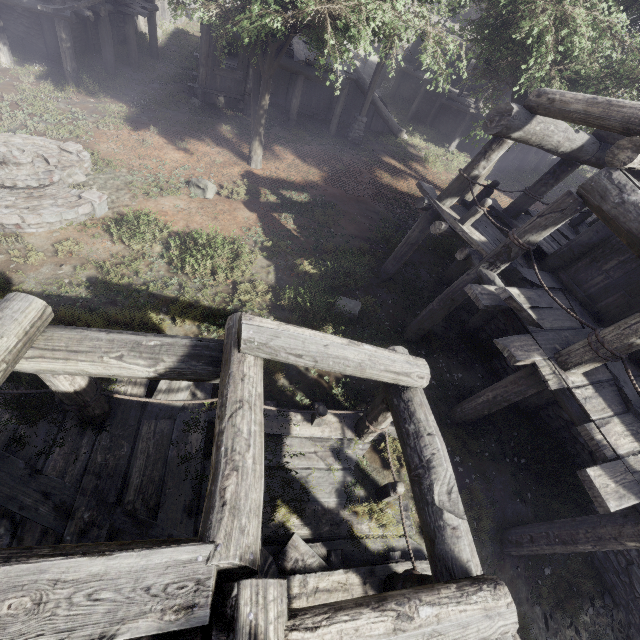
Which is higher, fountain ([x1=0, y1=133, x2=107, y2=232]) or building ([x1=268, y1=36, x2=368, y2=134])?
building ([x1=268, y1=36, x2=368, y2=134])

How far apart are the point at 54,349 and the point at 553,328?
7.5m

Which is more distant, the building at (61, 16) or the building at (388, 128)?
the building at (388, 128)

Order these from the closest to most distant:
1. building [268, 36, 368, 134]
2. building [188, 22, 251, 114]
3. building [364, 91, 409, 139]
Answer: building [188, 22, 251, 114] → building [268, 36, 368, 134] → building [364, 91, 409, 139]

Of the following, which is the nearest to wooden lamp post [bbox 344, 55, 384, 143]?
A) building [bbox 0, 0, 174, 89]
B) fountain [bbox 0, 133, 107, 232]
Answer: building [bbox 0, 0, 174, 89]
